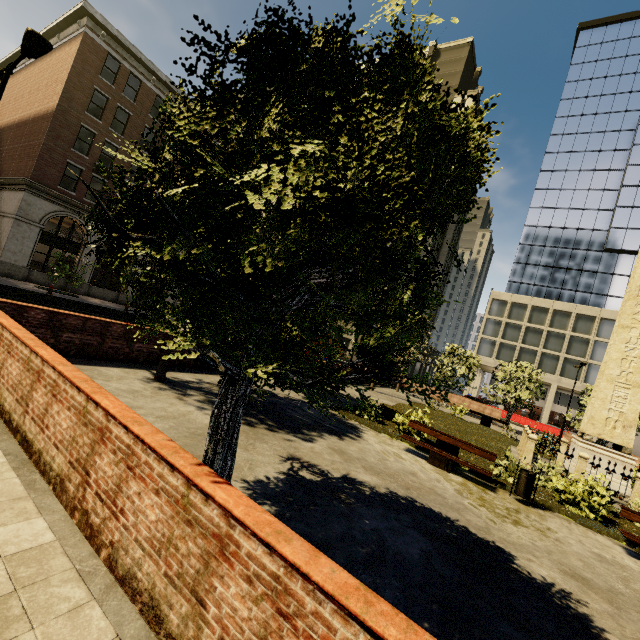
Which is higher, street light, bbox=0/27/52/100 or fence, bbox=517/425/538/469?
street light, bbox=0/27/52/100

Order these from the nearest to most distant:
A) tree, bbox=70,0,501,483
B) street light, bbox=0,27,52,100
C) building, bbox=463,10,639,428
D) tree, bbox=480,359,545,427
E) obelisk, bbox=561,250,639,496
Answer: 1. tree, bbox=70,0,501,483
2. street light, bbox=0,27,52,100
3. obelisk, bbox=561,250,639,496
4. tree, bbox=480,359,545,427
5. building, bbox=463,10,639,428

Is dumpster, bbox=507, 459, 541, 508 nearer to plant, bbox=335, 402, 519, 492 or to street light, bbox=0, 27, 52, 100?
plant, bbox=335, 402, 519, 492

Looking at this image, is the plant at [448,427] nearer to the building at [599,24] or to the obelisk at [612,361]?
the obelisk at [612,361]

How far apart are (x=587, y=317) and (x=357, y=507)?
49.55m

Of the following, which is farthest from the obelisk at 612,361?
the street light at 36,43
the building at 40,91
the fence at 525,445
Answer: the building at 40,91

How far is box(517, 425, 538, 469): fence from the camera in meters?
13.2

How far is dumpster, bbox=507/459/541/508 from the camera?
8.7m
